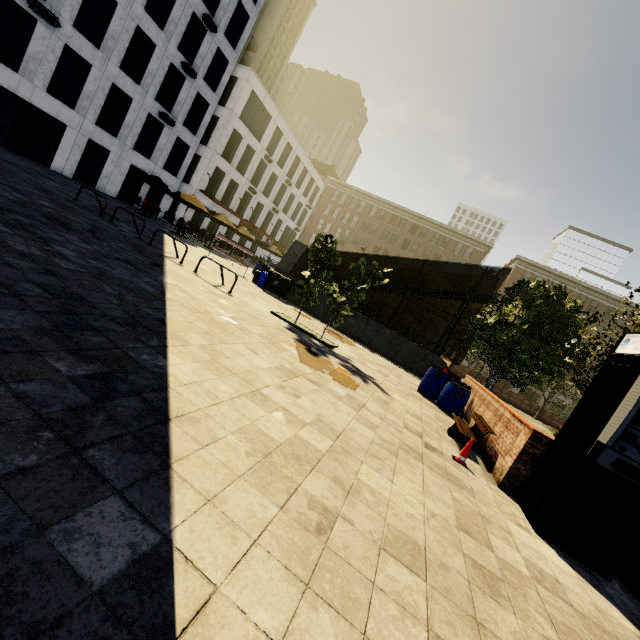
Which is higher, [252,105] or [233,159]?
[252,105]

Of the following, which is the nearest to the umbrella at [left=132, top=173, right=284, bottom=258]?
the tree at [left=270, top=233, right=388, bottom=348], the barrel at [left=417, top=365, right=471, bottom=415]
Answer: the tree at [left=270, top=233, right=388, bottom=348]

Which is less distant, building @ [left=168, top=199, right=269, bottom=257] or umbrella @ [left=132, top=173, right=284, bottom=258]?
umbrella @ [left=132, top=173, right=284, bottom=258]

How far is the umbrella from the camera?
20.70m

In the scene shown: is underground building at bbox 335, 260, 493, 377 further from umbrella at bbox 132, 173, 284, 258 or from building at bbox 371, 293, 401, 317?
building at bbox 371, 293, 401, 317

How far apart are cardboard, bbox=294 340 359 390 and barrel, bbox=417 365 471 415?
3.7m

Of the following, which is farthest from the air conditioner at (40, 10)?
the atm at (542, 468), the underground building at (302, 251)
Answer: the atm at (542, 468)

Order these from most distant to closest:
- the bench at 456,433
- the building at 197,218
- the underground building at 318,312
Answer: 1. the building at 197,218
2. the underground building at 318,312
3. the bench at 456,433
